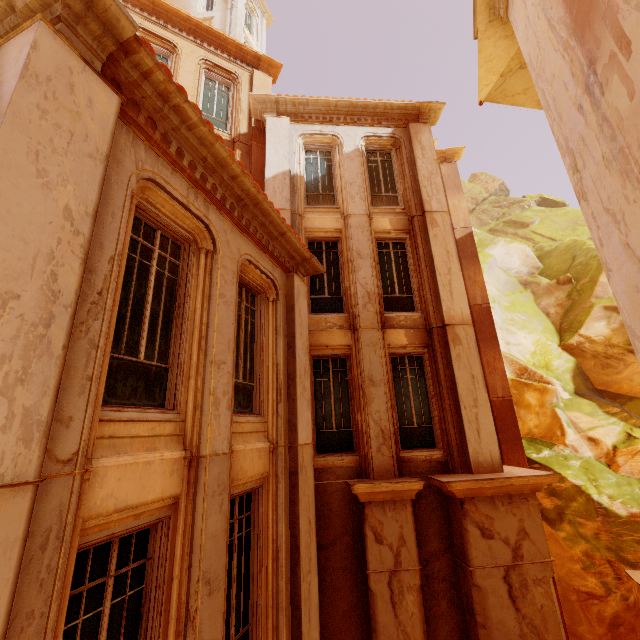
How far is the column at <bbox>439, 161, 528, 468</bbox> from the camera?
11.8m

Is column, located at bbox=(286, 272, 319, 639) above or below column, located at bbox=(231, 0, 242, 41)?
below

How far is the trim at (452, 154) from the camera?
15.9m

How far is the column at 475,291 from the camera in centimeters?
1180cm

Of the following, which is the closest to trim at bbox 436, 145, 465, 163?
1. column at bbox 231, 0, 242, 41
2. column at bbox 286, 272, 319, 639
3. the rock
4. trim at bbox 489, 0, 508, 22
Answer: trim at bbox 489, 0, 508, 22

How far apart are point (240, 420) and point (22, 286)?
3.81m

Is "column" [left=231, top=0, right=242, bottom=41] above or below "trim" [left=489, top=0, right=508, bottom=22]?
above

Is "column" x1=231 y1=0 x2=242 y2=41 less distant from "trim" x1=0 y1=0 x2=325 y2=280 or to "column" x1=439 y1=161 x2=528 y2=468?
"column" x1=439 y1=161 x2=528 y2=468
